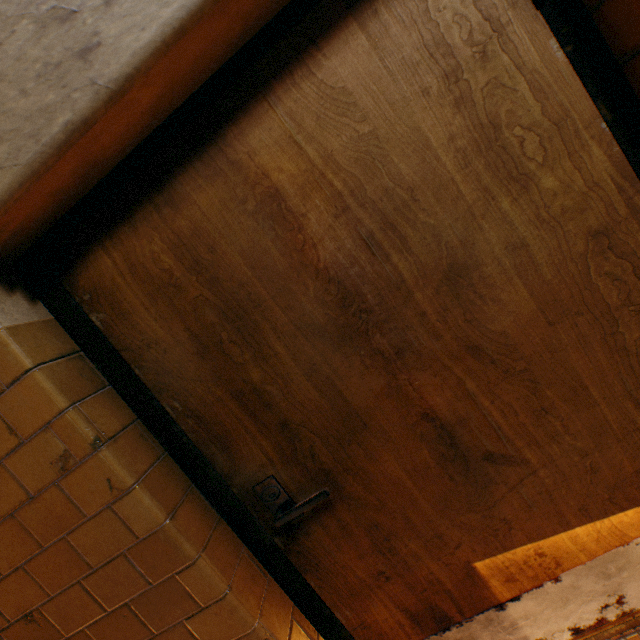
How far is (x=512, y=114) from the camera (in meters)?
0.85
